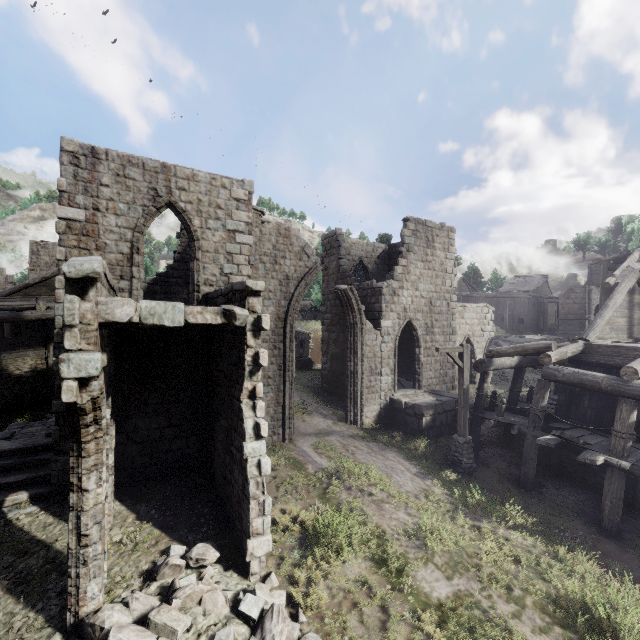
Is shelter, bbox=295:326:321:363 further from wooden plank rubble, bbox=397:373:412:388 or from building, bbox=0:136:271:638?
wooden plank rubble, bbox=397:373:412:388

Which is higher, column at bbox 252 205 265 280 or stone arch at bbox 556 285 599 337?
column at bbox 252 205 265 280

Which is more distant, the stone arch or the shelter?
the stone arch

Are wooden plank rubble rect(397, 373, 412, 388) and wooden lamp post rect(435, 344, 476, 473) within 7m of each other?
yes

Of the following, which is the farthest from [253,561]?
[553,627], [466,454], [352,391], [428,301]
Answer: [428,301]

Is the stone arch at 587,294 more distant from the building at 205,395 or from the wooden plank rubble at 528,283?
the wooden plank rubble at 528,283

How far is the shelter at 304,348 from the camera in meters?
27.8 m

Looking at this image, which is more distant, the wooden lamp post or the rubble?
the wooden lamp post
